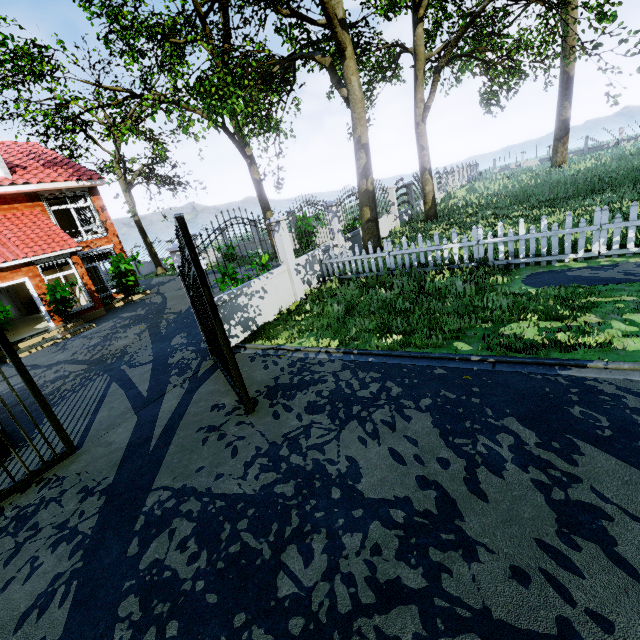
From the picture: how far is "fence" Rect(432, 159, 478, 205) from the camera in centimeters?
2516cm

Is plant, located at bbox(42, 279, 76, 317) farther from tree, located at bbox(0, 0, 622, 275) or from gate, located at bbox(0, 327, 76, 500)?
gate, located at bbox(0, 327, 76, 500)

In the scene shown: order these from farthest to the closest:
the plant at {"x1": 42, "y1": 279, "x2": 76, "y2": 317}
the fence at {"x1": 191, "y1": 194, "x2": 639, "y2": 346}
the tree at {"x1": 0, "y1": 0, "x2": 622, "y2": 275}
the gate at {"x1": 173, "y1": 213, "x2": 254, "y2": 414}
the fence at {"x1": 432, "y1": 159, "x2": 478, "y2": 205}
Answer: the fence at {"x1": 432, "y1": 159, "x2": 478, "y2": 205}
the plant at {"x1": 42, "y1": 279, "x2": 76, "y2": 317}
the tree at {"x1": 0, "y1": 0, "x2": 622, "y2": 275}
the fence at {"x1": 191, "y1": 194, "x2": 639, "y2": 346}
the gate at {"x1": 173, "y1": 213, "x2": 254, "y2": 414}

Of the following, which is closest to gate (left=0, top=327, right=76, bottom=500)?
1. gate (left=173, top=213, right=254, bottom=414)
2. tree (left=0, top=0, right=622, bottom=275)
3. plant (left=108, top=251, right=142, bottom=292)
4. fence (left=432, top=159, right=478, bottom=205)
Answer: gate (left=173, top=213, right=254, bottom=414)

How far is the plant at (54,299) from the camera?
12.8m

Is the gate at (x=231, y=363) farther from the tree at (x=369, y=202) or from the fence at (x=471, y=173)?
the fence at (x=471, y=173)

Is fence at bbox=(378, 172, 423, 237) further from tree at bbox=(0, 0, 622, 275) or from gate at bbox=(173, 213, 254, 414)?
tree at bbox=(0, 0, 622, 275)

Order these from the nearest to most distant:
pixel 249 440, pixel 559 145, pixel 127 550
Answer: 1. pixel 127 550
2. pixel 249 440
3. pixel 559 145
